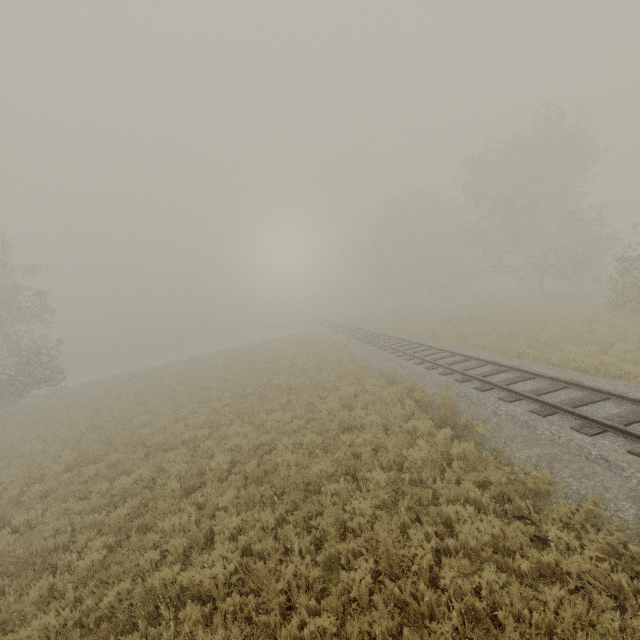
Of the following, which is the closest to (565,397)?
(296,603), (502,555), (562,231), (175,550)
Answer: (502,555)
